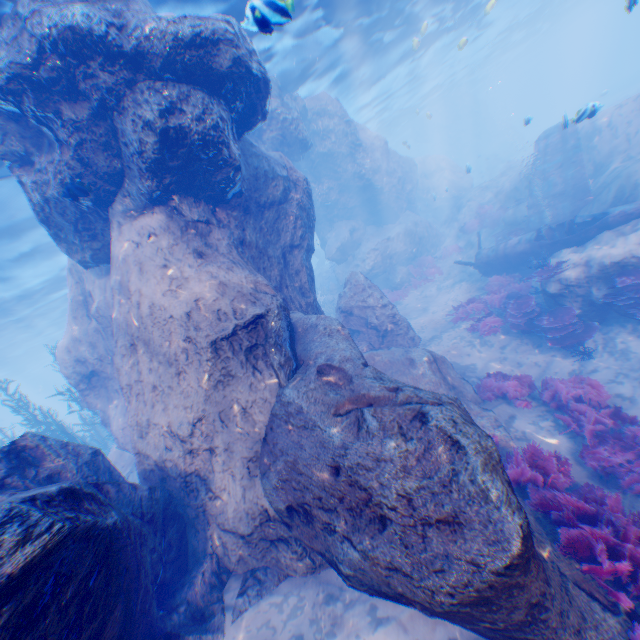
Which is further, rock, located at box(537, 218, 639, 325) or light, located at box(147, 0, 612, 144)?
light, located at box(147, 0, 612, 144)

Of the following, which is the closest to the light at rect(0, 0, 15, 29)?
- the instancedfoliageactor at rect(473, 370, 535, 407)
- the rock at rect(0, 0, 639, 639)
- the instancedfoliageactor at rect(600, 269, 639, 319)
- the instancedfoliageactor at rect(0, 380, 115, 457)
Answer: the rock at rect(0, 0, 639, 639)

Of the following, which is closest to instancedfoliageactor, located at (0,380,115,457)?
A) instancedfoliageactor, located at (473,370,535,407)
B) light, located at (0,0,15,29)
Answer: light, located at (0,0,15,29)

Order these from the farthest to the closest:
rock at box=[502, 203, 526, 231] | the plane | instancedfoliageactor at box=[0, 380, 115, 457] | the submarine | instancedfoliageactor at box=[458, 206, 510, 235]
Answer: the submarine < instancedfoliageactor at box=[458, 206, 510, 235] < rock at box=[502, 203, 526, 231] < instancedfoliageactor at box=[0, 380, 115, 457] < the plane

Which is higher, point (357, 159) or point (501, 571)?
point (357, 159)

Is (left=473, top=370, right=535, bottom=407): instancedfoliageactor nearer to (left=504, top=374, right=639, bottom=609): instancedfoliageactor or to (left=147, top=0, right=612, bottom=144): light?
(left=504, top=374, right=639, bottom=609): instancedfoliageactor

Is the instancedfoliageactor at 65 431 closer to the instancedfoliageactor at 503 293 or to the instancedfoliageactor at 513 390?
the instancedfoliageactor at 503 293

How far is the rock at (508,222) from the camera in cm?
1685
